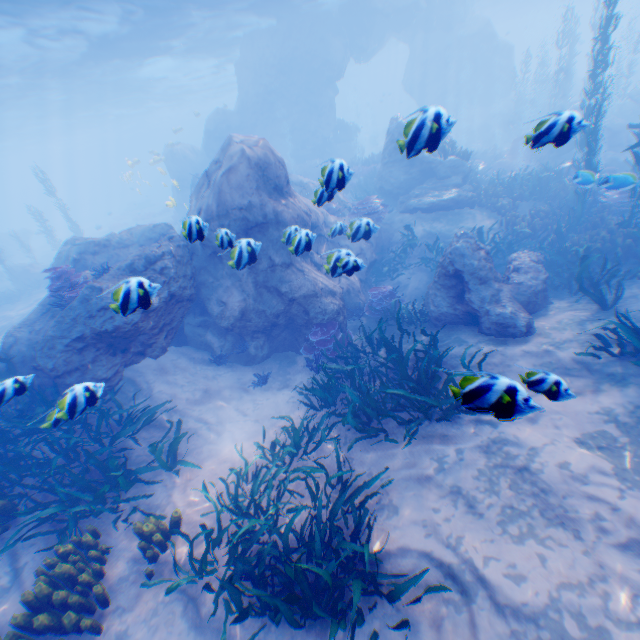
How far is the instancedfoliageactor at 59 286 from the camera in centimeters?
820cm

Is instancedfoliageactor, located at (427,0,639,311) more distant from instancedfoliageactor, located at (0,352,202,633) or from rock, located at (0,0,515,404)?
instancedfoliageactor, located at (0,352,202,633)

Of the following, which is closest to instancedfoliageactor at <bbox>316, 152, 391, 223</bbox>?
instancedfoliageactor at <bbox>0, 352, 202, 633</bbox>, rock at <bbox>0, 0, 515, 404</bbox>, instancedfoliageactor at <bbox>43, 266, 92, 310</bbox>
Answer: rock at <bbox>0, 0, 515, 404</bbox>

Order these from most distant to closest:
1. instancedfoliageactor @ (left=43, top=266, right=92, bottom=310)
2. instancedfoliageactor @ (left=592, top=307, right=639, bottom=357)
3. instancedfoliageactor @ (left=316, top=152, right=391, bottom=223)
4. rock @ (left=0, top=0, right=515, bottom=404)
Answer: instancedfoliageactor @ (left=43, top=266, right=92, bottom=310), rock @ (left=0, top=0, right=515, bottom=404), instancedfoliageactor @ (left=592, top=307, right=639, bottom=357), instancedfoliageactor @ (left=316, top=152, right=391, bottom=223)

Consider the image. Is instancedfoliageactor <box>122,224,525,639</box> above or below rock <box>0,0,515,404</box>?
below

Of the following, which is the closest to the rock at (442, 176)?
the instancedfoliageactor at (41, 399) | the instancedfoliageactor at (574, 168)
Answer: the instancedfoliageactor at (574, 168)

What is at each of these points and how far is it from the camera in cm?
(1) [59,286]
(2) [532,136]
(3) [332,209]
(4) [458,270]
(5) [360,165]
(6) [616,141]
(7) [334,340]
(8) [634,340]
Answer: (1) instancedfoliageactor, 859
(2) rock, 411
(3) instancedfoliageactor, 1502
(4) rock, 822
(5) instancedfoliageactor, 2528
(6) rock, 1797
(7) instancedfoliageactor, 889
(8) instancedfoliageactor, 555
